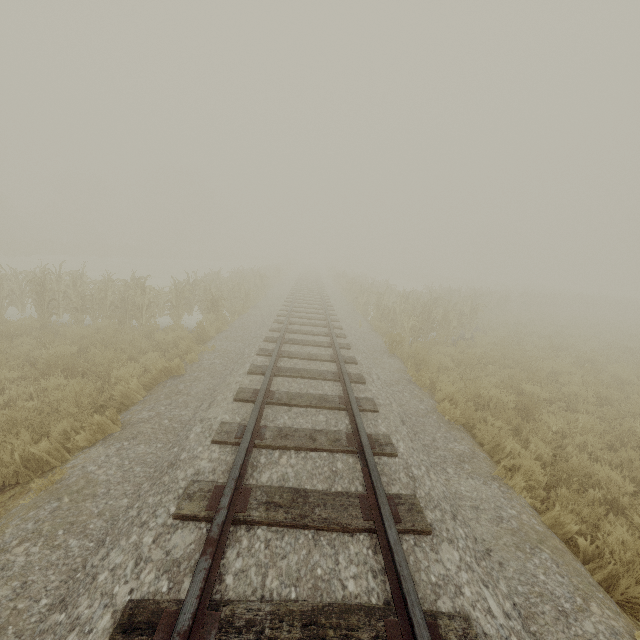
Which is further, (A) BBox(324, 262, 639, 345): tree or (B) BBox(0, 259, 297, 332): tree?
(A) BBox(324, 262, 639, 345): tree

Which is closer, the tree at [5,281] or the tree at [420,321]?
the tree at [5,281]

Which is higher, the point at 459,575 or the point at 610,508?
the point at 459,575
